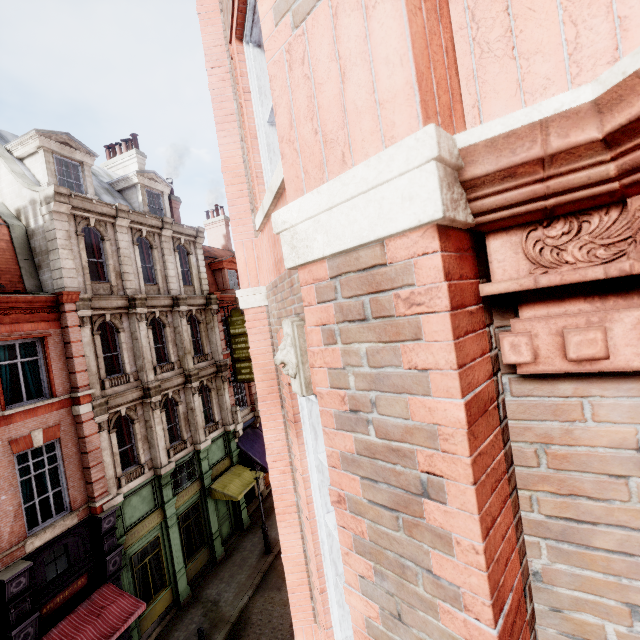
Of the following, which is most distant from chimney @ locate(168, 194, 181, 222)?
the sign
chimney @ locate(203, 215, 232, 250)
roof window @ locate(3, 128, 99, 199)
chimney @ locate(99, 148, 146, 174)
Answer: chimney @ locate(203, 215, 232, 250)

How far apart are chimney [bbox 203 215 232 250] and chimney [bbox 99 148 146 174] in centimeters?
726cm

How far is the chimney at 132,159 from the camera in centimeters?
1994cm

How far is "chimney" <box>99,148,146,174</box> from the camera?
19.9 meters

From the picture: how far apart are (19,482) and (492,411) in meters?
14.3

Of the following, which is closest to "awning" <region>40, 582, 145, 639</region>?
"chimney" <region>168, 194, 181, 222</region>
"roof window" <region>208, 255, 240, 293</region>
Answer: "chimney" <region>168, 194, 181, 222</region>

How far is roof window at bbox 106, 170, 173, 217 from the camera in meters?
17.2

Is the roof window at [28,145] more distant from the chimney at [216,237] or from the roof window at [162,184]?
the chimney at [216,237]
